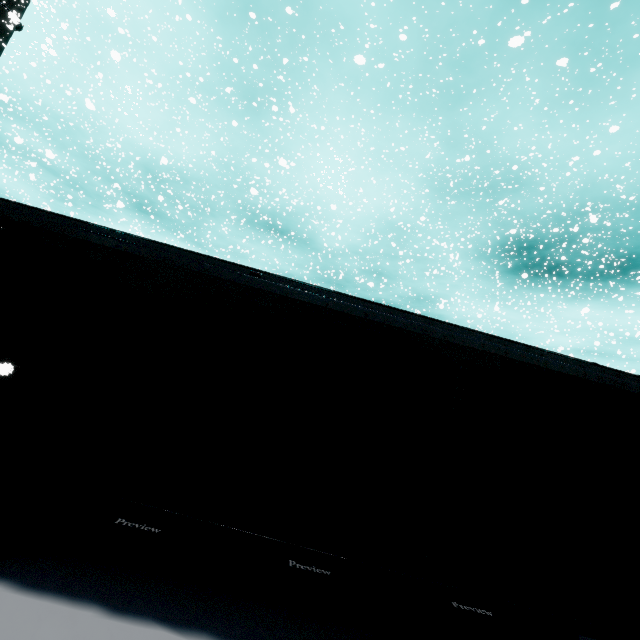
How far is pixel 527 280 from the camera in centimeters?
3234cm
